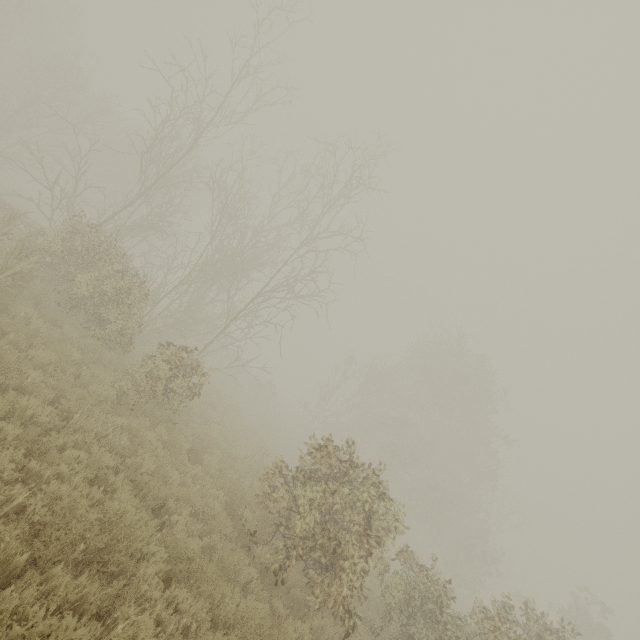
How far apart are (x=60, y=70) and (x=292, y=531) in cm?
2922
